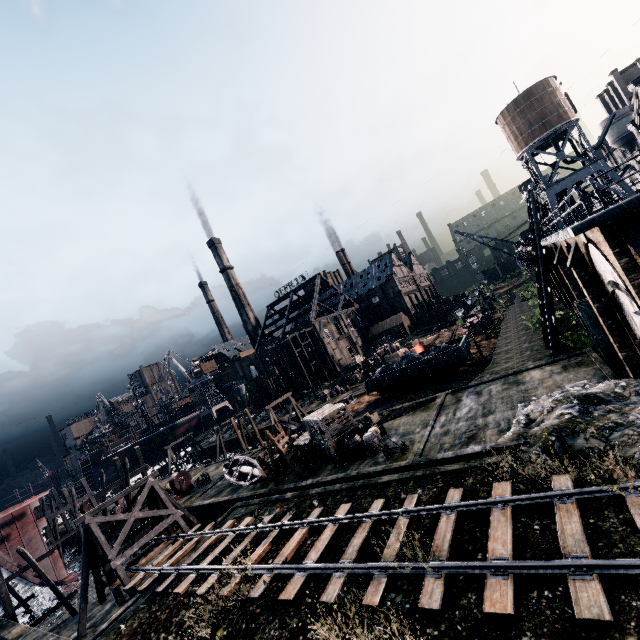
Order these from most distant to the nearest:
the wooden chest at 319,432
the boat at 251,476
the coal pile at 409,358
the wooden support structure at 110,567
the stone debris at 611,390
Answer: the coal pile at 409,358 → the boat at 251,476 → the wooden chest at 319,432 → the wooden support structure at 110,567 → the stone debris at 611,390

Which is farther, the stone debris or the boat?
the boat

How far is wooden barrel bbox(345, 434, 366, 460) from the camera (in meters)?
21.91

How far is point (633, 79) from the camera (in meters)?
31.88

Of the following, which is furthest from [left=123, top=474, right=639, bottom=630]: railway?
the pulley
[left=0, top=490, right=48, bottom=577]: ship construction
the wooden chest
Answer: [left=0, top=490, right=48, bottom=577]: ship construction

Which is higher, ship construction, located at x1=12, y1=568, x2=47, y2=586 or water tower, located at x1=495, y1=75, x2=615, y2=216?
water tower, located at x1=495, y1=75, x2=615, y2=216

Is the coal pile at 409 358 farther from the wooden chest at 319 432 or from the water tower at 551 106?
the water tower at 551 106

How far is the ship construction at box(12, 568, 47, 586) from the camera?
28.7 meters
